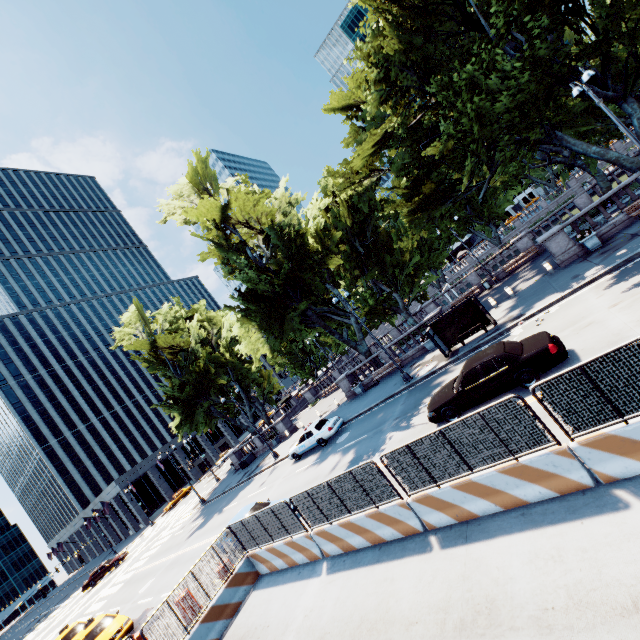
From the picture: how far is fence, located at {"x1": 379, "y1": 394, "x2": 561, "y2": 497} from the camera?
6.59m

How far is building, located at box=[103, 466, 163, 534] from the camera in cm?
5669

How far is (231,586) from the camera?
11.6m

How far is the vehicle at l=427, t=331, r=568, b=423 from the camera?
10.23m

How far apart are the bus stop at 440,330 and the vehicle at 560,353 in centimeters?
543cm

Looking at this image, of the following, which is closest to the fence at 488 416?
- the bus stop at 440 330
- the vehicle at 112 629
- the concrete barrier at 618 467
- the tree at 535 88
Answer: the concrete barrier at 618 467

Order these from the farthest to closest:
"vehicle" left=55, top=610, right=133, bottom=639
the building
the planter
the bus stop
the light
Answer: the building → the bus stop → the planter → "vehicle" left=55, top=610, right=133, bottom=639 → the light

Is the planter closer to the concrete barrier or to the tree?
the tree
